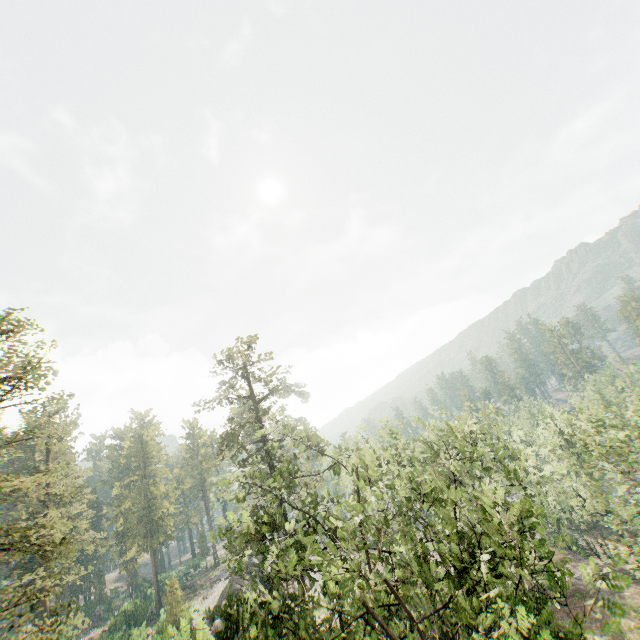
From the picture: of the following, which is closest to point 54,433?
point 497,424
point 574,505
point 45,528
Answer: point 45,528
